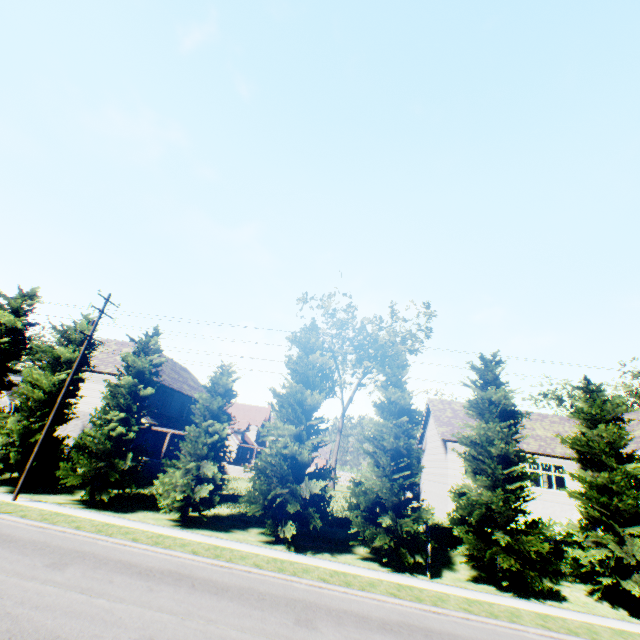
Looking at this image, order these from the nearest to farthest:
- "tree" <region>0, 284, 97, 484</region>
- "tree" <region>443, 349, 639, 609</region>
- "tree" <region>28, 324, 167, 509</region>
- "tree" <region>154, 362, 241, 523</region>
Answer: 1. "tree" <region>443, 349, 639, 609</region>
2. "tree" <region>154, 362, 241, 523</region>
3. "tree" <region>28, 324, 167, 509</region>
4. "tree" <region>0, 284, 97, 484</region>

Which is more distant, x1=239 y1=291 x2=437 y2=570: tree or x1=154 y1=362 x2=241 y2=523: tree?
x1=154 y1=362 x2=241 y2=523: tree

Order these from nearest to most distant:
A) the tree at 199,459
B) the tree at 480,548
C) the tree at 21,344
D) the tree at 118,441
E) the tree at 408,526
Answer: the tree at 480,548 < the tree at 408,526 < the tree at 199,459 < the tree at 118,441 < the tree at 21,344

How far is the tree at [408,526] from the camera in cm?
1609

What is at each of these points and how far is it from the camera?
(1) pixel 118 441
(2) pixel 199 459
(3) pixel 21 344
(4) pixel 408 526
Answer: (1) tree, 19.2 meters
(2) tree, 18.4 meters
(3) tree, 23.0 meters
(4) tree, 15.2 meters

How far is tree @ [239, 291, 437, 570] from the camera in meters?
16.1
